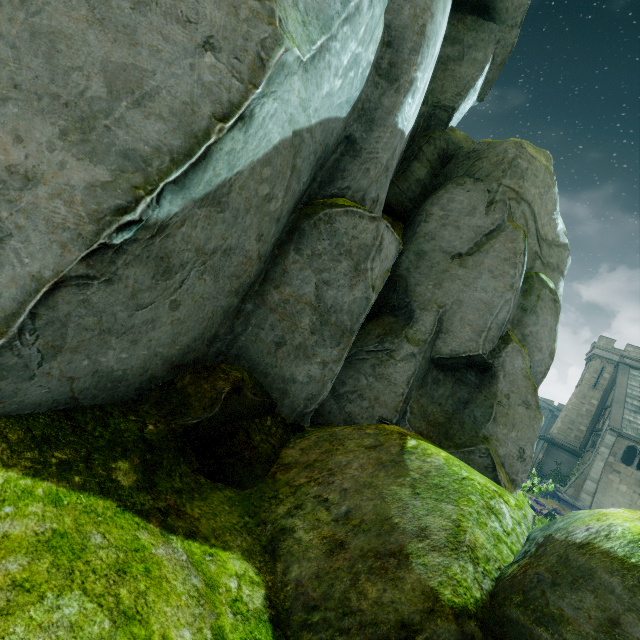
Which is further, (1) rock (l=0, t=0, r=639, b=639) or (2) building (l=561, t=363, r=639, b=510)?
Result: (2) building (l=561, t=363, r=639, b=510)

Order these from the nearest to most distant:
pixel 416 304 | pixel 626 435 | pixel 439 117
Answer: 1. pixel 416 304
2. pixel 439 117
3. pixel 626 435

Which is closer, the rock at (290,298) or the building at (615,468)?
the rock at (290,298)
